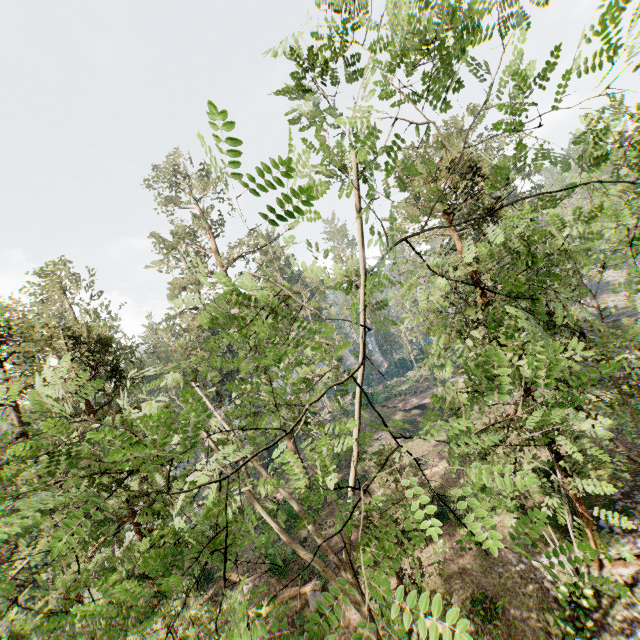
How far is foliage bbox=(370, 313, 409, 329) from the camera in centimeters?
873cm

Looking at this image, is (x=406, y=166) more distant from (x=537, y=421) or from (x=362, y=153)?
(x=537, y=421)

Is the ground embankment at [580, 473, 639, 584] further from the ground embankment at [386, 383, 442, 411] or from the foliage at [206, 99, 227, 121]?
the ground embankment at [386, 383, 442, 411]

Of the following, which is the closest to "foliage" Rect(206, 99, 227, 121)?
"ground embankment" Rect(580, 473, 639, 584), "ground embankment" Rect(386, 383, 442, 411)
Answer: "ground embankment" Rect(580, 473, 639, 584)

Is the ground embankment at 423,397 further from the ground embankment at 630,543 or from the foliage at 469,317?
the ground embankment at 630,543

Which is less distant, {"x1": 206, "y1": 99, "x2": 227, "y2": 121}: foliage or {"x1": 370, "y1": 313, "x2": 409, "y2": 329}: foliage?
{"x1": 206, "y1": 99, "x2": 227, "y2": 121}: foliage

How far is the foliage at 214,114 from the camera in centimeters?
240cm
